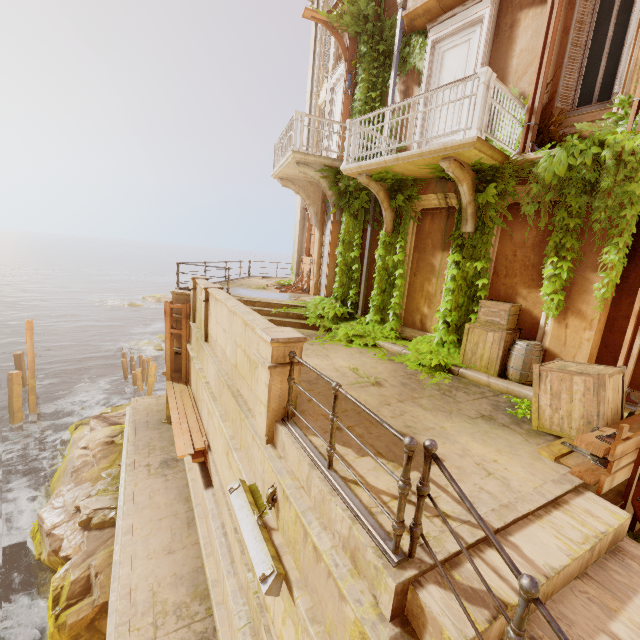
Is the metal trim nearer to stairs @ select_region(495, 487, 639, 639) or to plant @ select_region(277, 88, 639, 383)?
stairs @ select_region(495, 487, 639, 639)

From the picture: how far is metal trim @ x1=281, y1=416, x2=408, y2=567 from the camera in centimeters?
256cm

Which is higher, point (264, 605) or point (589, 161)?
point (589, 161)

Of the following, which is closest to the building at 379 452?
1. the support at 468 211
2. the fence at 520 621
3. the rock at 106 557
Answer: the rock at 106 557

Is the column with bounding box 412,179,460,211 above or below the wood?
above

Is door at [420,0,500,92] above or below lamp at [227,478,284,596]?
above

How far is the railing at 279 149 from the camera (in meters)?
5.70

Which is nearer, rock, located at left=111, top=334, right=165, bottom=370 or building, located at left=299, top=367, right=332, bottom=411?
building, located at left=299, top=367, right=332, bottom=411
